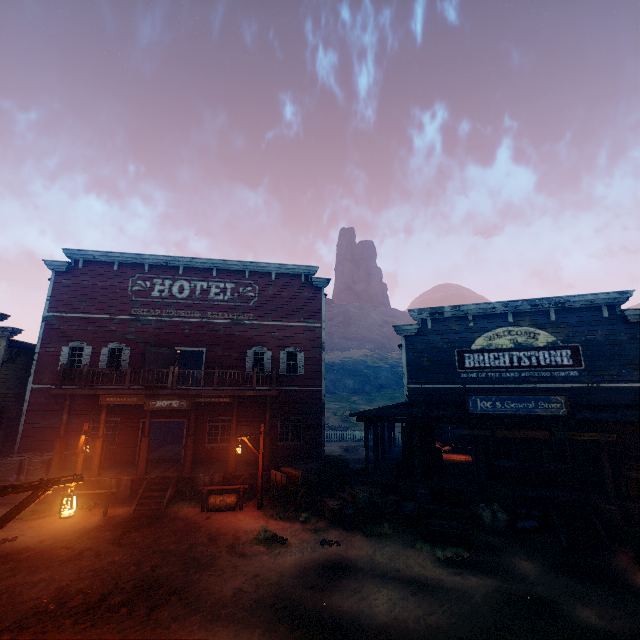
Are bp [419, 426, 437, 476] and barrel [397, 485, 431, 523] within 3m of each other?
yes

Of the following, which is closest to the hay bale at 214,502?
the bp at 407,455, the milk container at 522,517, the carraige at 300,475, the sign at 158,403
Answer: the carraige at 300,475

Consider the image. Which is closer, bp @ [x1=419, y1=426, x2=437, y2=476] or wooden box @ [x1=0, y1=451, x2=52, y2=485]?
wooden box @ [x1=0, y1=451, x2=52, y2=485]

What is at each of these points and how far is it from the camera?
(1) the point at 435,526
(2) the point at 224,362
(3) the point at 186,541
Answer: (1) horse trough, 10.6 meters
(2) building, 19.1 meters
(3) z, 10.3 meters

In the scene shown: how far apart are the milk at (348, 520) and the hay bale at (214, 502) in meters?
4.6 m

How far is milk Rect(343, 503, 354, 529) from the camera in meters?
11.2 m

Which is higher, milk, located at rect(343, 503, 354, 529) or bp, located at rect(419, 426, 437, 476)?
bp, located at rect(419, 426, 437, 476)

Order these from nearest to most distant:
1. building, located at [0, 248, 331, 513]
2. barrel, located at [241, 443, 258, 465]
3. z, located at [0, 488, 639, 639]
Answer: z, located at [0, 488, 639, 639] < building, located at [0, 248, 331, 513] < barrel, located at [241, 443, 258, 465]
